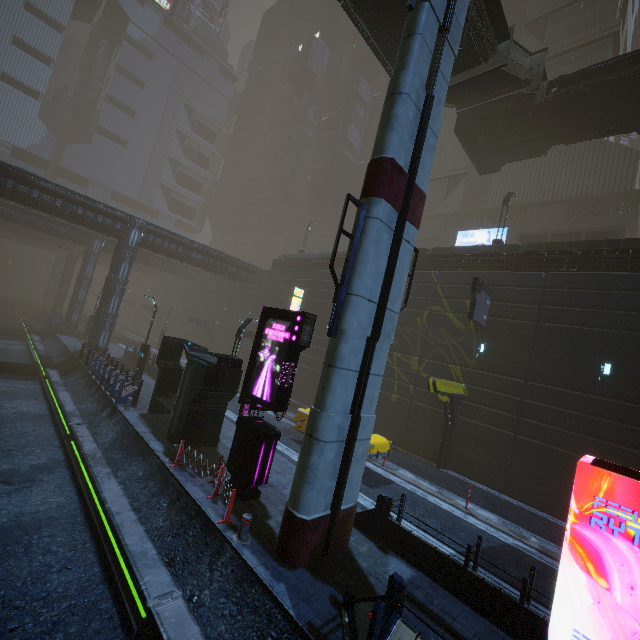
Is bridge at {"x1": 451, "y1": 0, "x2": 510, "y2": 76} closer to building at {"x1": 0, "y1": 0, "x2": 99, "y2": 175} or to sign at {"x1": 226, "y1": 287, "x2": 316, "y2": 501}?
building at {"x1": 0, "y1": 0, "x2": 99, "y2": 175}

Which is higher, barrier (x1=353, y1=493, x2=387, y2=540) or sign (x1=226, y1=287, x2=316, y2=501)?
sign (x1=226, y1=287, x2=316, y2=501)

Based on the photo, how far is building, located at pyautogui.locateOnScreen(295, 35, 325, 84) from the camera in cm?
5788

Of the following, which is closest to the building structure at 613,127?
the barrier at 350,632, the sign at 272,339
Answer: the sign at 272,339

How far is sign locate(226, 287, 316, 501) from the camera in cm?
987

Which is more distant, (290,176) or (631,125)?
(290,176)

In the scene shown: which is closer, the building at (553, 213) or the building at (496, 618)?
the building at (496, 618)
